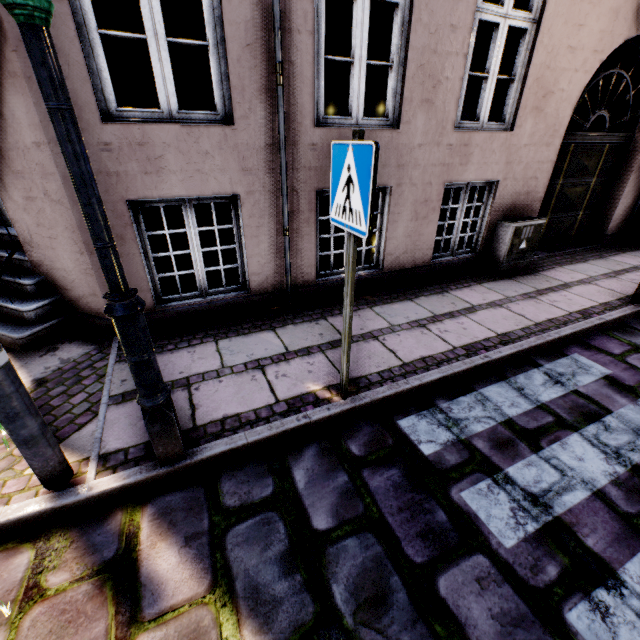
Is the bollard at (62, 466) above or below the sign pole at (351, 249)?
below

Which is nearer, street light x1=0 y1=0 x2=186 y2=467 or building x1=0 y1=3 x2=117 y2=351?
street light x1=0 y1=0 x2=186 y2=467

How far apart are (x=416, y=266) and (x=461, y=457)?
3.3m

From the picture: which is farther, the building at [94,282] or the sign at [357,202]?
the building at [94,282]

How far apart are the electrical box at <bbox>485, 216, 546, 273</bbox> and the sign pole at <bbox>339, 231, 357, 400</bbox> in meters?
4.1 m

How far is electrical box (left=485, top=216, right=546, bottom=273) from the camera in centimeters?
512cm

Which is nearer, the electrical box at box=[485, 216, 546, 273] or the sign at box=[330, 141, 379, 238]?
the sign at box=[330, 141, 379, 238]

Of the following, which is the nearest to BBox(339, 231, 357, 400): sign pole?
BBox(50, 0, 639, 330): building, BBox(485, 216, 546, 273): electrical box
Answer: BBox(50, 0, 639, 330): building
